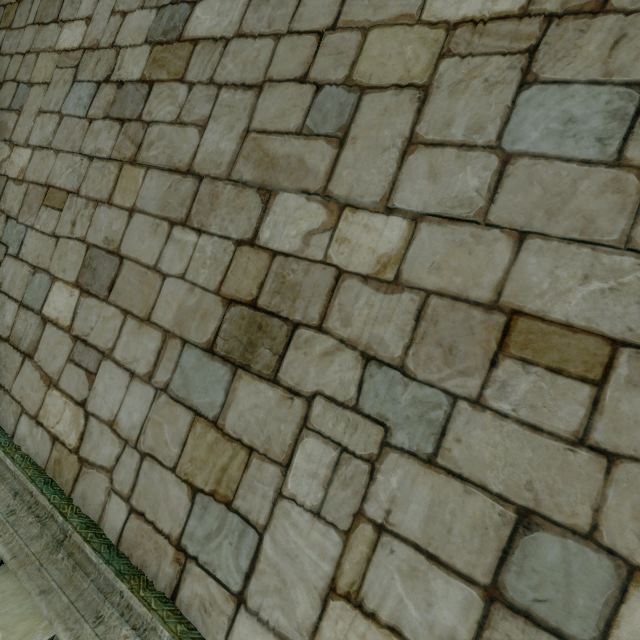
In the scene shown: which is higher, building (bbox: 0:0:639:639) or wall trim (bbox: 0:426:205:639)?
building (bbox: 0:0:639:639)

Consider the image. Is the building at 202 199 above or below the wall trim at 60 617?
above

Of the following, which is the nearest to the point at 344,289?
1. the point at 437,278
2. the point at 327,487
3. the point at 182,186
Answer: the point at 437,278
